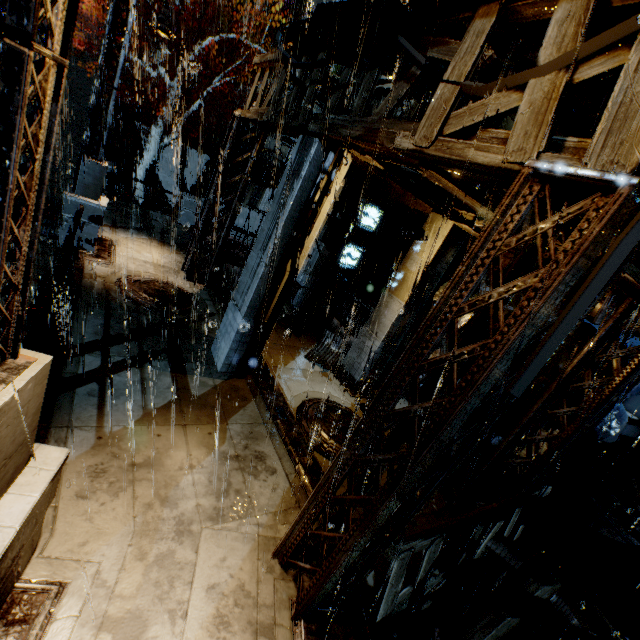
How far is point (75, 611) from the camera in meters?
3.4

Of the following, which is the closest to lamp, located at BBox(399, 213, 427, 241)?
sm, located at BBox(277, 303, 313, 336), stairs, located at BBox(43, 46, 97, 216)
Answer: sm, located at BBox(277, 303, 313, 336)

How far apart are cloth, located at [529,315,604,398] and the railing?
9.5m

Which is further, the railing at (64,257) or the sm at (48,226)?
the sm at (48,226)

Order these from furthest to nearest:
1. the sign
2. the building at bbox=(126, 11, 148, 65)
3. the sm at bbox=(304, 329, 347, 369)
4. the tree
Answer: the building at bbox=(126, 11, 148, 65) < the tree < the sign < the sm at bbox=(304, 329, 347, 369)

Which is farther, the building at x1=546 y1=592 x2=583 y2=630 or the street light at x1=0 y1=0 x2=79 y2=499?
the building at x1=546 y1=592 x2=583 y2=630

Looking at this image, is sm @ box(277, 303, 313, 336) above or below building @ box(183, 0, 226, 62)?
below

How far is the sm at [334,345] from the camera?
11.2m
